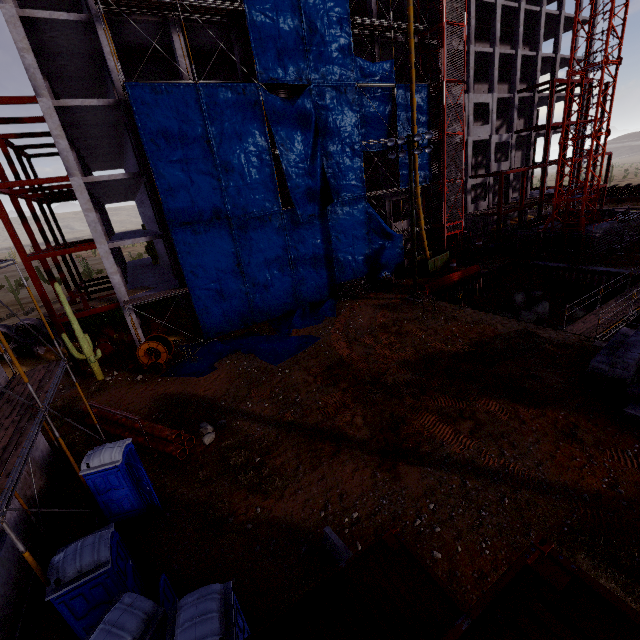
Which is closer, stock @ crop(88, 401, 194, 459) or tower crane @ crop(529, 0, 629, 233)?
stock @ crop(88, 401, 194, 459)

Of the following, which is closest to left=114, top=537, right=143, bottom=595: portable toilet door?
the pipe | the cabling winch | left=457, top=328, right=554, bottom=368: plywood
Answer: the cabling winch

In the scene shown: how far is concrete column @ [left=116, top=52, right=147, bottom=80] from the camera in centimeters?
2180cm

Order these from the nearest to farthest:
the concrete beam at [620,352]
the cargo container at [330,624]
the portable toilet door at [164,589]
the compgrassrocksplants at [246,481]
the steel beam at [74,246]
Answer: the cargo container at [330,624]
the portable toilet door at [164,589]
the compgrassrocksplants at [246,481]
the concrete beam at [620,352]
the steel beam at [74,246]

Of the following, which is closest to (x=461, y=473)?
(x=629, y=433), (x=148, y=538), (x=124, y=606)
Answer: (x=629, y=433)

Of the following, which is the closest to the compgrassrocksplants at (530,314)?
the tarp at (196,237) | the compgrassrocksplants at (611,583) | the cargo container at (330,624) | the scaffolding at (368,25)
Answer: the tarp at (196,237)

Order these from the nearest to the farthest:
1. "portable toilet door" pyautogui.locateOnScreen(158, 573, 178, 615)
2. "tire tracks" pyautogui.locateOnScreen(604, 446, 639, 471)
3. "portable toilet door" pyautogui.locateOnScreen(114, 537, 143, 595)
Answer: "portable toilet door" pyautogui.locateOnScreen(158, 573, 178, 615), "portable toilet door" pyautogui.locateOnScreen(114, 537, 143, 595), "tire tracks" pyautogui.locateOnScreen(604, 446, 639, 471)

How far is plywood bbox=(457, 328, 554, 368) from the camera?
15.74m
